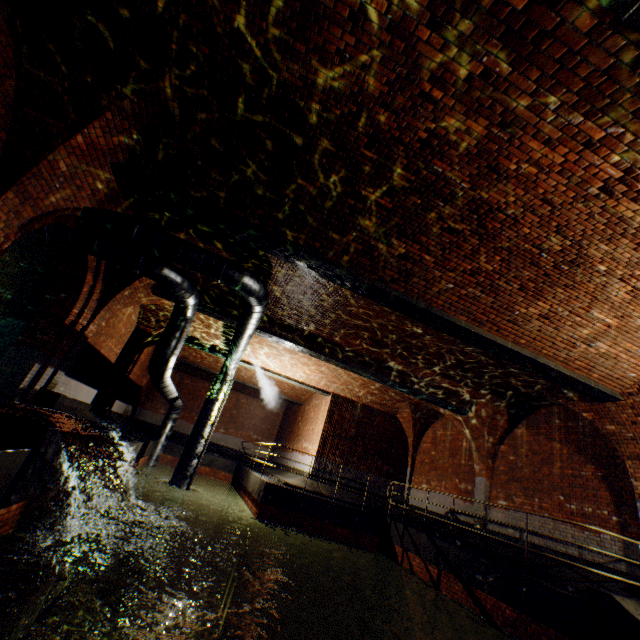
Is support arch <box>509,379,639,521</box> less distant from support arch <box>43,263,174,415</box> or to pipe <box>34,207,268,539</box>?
pipe <box>34,207,268,539</box>

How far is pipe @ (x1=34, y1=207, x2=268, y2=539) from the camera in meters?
7.1 m

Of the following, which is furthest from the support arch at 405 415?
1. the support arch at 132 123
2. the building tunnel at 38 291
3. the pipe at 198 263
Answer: the building tunnel at 38 291

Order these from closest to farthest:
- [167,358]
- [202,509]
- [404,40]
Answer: [404,40], [167,358], [202,509]

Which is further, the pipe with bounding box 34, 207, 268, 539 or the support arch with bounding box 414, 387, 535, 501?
the support arch with bounding box 414, 387, 535, 501

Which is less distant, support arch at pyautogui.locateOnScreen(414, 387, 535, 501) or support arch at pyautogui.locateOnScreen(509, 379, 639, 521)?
support arch at pyautogui.locateOnScreen(509, 379, 639, 521)

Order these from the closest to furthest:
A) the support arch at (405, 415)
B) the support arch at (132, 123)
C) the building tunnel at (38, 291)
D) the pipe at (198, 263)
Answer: the support arch at (132, 123), the pipe at (198, 263), the building tunnel at (38, 291), the support arch at (405, 415)

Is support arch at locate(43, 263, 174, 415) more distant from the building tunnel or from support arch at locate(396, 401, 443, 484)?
support arch at locate(396, 401, 443, 484)
